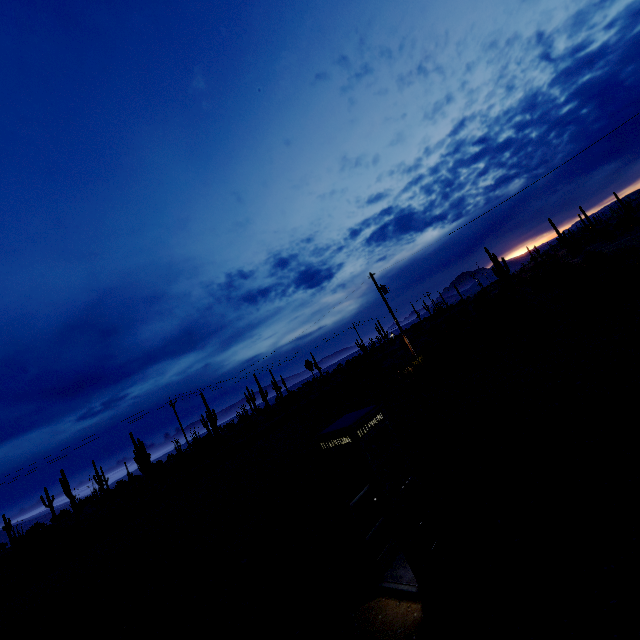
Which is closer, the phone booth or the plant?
the phone booth

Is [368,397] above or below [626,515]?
above

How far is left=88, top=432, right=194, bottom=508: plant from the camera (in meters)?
36.24

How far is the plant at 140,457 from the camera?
36.2m

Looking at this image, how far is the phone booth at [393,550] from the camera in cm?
492

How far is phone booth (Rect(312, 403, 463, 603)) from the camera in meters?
4.9
